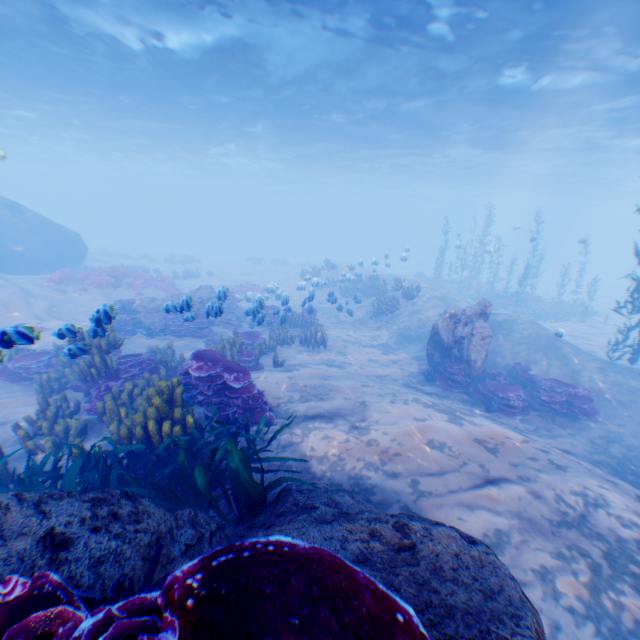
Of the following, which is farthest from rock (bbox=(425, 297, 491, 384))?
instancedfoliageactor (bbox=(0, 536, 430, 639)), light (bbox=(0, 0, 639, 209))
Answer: light (bbox=(0, 0, 639, 209))

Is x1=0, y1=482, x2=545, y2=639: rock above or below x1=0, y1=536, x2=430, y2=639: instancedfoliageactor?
below

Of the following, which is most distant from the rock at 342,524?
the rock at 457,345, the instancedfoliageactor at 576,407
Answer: the rock at 457,345

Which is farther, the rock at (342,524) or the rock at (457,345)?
the rock at (457,345)

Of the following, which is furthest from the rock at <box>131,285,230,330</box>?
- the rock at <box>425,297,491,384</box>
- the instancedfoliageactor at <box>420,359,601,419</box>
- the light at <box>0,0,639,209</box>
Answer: the rock at <box>425,297,491,384</box>

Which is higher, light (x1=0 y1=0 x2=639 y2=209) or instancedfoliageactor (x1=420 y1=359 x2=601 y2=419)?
light (x1=0 y1=0 x2=639 y2=209)

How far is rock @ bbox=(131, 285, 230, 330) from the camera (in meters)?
8.38

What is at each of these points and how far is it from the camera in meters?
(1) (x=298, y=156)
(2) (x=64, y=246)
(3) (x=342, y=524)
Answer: (1) light, 35.7 m
(2) submarine, 23.0 m
(3) rock, 2.7 m
